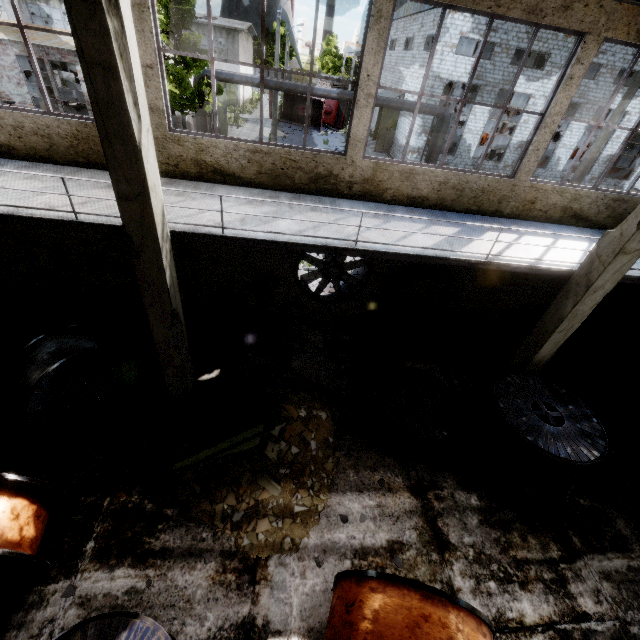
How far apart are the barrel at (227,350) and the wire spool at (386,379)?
3.6 meters

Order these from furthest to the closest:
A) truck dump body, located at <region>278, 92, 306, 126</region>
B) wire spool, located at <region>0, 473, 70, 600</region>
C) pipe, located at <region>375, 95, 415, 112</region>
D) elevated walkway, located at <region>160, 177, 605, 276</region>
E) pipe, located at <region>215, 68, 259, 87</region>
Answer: truck dump body, located at <region>278, 92, 306, 126</region> < pipe, located at <region>375, 95, 415, 112</region> < pipe, located at <region>215, 68, 259, 87</region> < elevated walkway, located at <region>160, 177, 605, 276</region> < wire spool, located at <region>0, 473, 70, 600</region>

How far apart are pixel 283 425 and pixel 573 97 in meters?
35.3 m

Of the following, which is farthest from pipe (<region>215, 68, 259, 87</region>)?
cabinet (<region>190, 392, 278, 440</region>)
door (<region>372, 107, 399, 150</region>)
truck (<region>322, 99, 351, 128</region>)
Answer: cabinet (<region>190, 392, 278, 440</region>)

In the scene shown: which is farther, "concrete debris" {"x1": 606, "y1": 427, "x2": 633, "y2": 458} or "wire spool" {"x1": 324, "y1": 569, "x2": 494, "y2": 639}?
"concrete debris" {"x1": 606, "y1": 427, "x2": 633, "y2": 458}

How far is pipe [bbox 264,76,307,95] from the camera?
20.7 meters

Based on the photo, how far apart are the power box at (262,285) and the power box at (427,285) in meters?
3.3

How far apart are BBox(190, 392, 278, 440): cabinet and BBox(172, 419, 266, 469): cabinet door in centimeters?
1cm
